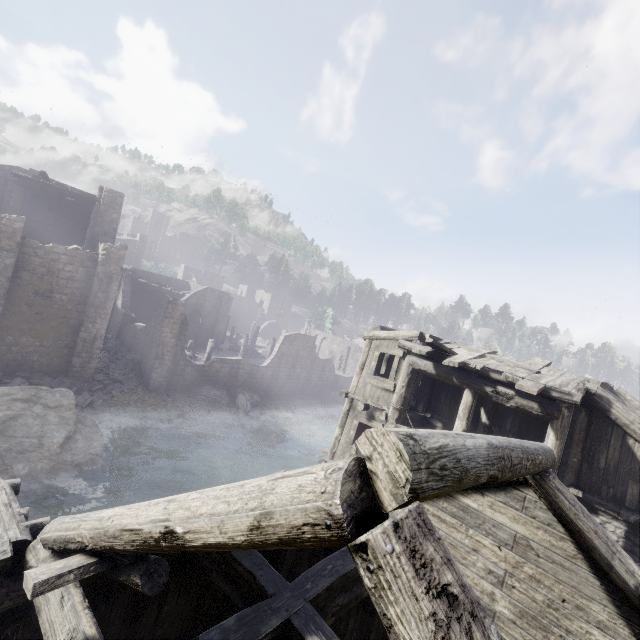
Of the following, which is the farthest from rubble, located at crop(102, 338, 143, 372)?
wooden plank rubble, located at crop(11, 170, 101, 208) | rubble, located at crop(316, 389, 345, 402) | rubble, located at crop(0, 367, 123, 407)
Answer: rubble, located at crop(316, 389, 345, 402)

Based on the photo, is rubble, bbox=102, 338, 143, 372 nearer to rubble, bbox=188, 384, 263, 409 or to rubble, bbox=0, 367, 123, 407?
rubble, bbox=0, 367, 123, 407

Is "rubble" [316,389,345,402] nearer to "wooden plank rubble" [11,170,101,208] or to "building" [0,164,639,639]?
"building" [0,164,639,639]

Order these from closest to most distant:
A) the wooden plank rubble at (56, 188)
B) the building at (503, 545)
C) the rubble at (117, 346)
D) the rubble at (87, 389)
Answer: the building at (503, 545), the rubble at (87, 389), the wooden plank rubble at (56, 188), the rubble at (117, 346)

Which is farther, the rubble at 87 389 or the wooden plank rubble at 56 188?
the wooden plank rubble at 56 188

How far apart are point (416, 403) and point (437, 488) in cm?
1141

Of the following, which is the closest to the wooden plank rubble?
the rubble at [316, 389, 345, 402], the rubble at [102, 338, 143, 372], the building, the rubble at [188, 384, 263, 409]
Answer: the building

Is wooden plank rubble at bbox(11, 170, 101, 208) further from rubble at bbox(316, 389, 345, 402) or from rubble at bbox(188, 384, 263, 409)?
rubble at bbox(316, 389, 345, 402)
